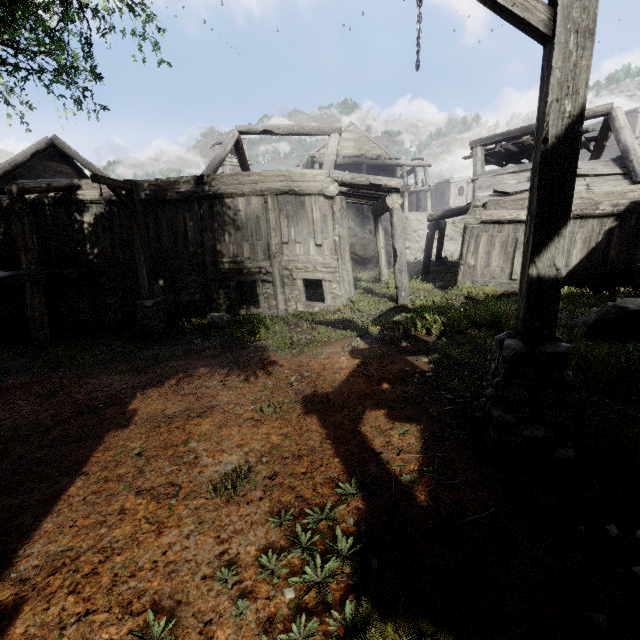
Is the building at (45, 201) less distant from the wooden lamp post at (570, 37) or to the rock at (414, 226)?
the rock at (414, 226)

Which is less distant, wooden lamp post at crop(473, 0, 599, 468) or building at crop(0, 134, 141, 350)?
wooden lamp post at crop(473, 0, 599, 468)

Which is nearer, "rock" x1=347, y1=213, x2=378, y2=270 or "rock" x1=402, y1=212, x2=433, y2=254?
"rock" x1=347, y1=213, x2=378, y2=270

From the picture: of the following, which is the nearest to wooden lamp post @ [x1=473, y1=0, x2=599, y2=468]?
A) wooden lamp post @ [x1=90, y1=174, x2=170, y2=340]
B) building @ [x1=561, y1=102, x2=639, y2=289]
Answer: building @ [x1=561, y1=102, x2=639, y2=289]

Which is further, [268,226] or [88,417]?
[268,226]

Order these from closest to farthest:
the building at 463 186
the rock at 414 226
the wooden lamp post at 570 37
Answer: the wooden lamp post at 570 37 → the building at 463 186 → the rock at 414 226

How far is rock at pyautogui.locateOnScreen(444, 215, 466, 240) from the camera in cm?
2944

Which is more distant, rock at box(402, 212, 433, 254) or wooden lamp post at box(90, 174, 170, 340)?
rock at box(402, 212, 433, 254)
